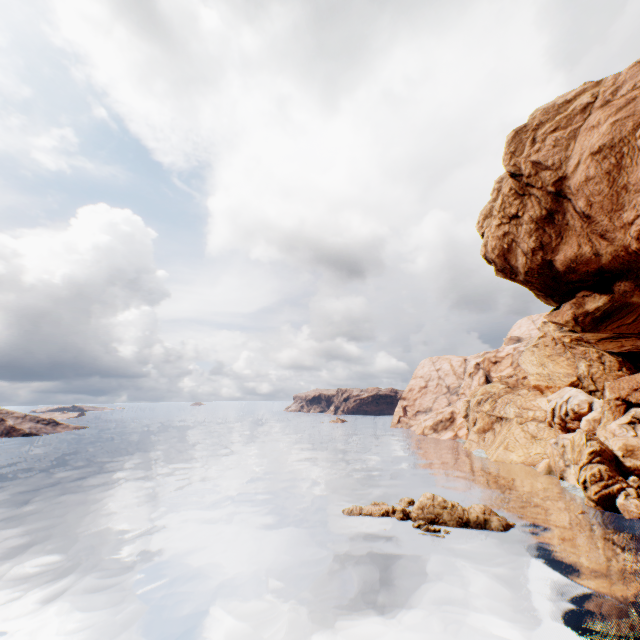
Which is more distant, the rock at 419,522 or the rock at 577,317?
the rock at 419,522

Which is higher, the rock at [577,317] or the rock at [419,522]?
the rock at [577,317]

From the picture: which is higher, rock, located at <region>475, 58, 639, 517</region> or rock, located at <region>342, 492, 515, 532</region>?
rock, located at <region>475, 58, 639, 517</region>

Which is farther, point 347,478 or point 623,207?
point 347,478

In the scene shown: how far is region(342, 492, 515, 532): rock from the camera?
32.2m

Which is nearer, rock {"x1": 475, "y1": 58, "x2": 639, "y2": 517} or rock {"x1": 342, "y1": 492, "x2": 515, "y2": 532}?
rock {"x1": 475, "y1": 58, "x2": 639, "y2": 517}
